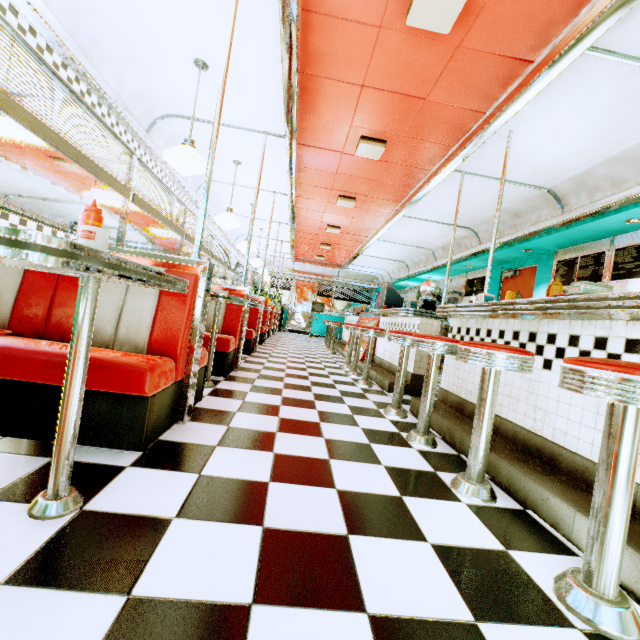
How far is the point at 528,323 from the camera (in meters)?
2.30

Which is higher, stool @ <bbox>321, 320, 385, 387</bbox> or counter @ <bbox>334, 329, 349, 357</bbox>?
stool @ <bbox>321, 320, 385, 387</bbox>

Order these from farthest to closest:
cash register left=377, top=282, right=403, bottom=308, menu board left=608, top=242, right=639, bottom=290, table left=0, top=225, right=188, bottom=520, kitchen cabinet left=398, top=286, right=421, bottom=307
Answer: kitchen cabinet left=398, top=286, right=421, bottom=307 < cash register left=377, top=282, right=403, bottom=308 < menu board left=608, top=242, right=639, bottom=290 < table left=0, top=225, right=188, bottom=520

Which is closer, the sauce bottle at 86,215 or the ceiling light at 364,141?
the sauce bottle at 86,215

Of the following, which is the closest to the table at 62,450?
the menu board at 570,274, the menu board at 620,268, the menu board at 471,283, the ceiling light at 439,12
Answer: the ceiling light at 439,12

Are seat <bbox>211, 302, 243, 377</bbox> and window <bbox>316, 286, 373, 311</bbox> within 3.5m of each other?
no

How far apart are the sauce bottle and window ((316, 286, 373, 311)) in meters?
13.9

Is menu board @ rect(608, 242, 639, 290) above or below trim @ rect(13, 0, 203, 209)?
below
